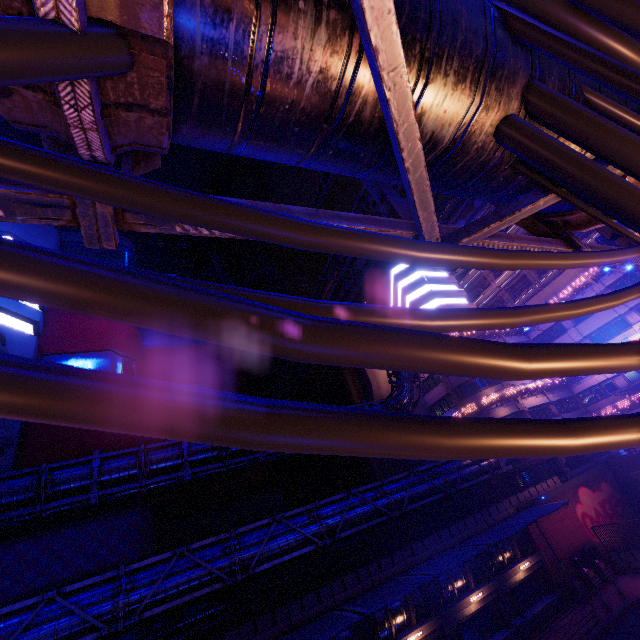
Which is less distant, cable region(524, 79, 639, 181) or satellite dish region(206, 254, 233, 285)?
cable region(524, 79, 639, 181)

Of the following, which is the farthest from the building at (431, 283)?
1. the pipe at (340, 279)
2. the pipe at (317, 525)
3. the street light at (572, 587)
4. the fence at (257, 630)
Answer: the street light at (572, 587)

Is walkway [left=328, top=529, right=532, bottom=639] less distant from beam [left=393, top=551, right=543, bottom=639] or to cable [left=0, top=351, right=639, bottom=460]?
beam [left=393, top=551, right=543, bottom=639]

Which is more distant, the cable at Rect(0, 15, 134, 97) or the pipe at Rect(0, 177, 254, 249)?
A: the pipe at Rect(0, 177, 254, 249)

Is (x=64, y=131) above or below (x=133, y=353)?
below

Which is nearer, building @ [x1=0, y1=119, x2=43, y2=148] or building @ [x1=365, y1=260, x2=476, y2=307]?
building @ [x1=365, y1=260, x2=476, y2=307]

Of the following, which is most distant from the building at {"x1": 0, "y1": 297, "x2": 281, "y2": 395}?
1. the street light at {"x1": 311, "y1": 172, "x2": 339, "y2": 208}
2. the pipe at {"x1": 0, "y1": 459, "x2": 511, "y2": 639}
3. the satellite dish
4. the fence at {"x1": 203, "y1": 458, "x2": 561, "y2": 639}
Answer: the street light at {"x1": 311, "y1": 172, "x2": 339, "y2": 208}

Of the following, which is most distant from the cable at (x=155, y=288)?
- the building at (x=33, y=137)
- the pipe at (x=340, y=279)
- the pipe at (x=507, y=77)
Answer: the building at (x=33, y=137)
